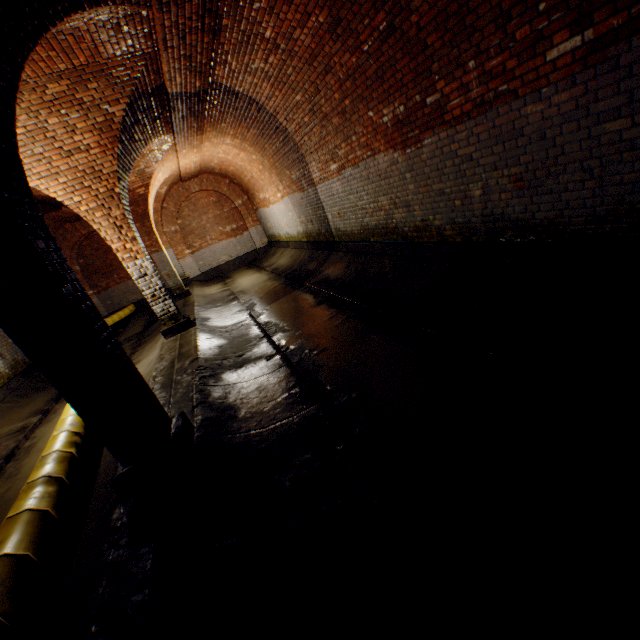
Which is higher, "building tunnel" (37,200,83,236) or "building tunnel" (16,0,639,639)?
"building tunnel" (37,200,83,236)

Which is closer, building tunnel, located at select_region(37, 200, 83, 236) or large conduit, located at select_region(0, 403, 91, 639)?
large conduit, located at select_region(0, 403, 91, 639)

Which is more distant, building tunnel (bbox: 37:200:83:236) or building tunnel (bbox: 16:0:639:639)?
building tunnel (bbox: 37:200:83:236)

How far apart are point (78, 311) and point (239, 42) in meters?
5.3 m

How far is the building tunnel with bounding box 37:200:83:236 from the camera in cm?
1009

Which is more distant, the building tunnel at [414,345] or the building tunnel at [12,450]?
the building tunnel at [12,450]

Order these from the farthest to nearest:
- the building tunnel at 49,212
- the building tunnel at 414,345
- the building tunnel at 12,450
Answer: the building tunnel at 49,212 < the building tunnel at 12,450 < the building tunnel at 414,345
